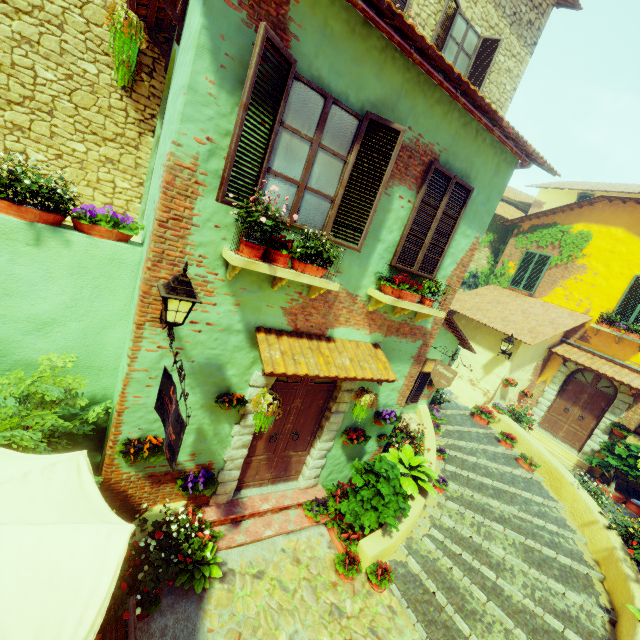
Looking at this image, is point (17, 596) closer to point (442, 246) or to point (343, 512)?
point (343, 512)

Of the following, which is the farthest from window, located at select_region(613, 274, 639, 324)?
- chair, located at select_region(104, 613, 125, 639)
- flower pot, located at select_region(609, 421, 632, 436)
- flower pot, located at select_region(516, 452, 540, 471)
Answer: flower pot, located at select_region(516, 452, 540, 471)

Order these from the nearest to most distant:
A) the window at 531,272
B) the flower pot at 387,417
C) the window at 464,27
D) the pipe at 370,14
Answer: the pipe at 370,14
the flower pot at 387,417
the window at 464,27
the window at 531,272

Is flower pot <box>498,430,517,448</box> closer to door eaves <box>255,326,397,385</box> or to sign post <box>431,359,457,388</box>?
sign post <box>431,359,457,388</box>

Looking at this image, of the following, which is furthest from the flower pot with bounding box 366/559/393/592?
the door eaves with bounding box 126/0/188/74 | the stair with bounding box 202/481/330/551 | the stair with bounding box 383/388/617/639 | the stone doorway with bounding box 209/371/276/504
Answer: the door eaves with bounding box 126/0/188/74

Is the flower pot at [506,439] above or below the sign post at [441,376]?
below

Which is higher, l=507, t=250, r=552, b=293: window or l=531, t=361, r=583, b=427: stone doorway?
l=507, t=250, r=552, b=293: window

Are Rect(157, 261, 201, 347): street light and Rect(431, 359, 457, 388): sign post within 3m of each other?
no
